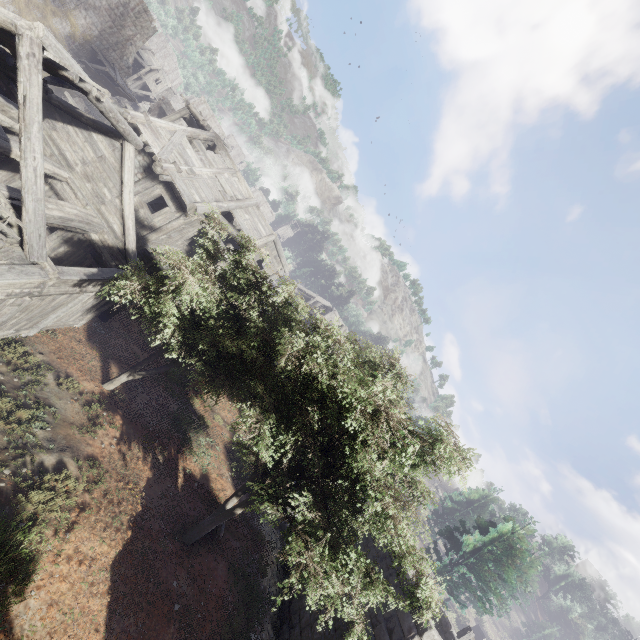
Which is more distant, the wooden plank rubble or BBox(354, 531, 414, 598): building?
BBox(354, 531, 414, 598): building

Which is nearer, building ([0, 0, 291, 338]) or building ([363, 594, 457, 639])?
building ([0, 0, 291, 338])

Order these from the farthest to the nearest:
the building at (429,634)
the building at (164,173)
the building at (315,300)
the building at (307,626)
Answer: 1. the building at (315,300)
2. the building at (307,626)
3. the building at (429,634)
4. the building at (164,173)

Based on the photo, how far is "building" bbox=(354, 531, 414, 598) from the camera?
10.4m

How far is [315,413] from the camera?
9.1 meters

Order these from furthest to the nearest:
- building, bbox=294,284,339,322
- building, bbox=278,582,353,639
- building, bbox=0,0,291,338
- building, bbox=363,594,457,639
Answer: building, bbox=294,284,339,322 → building, bbox=278,582,353,639 → building, bbox=363,594,457,639 → building, bbox=0,0,291,338

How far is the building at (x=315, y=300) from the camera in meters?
40.2 m
